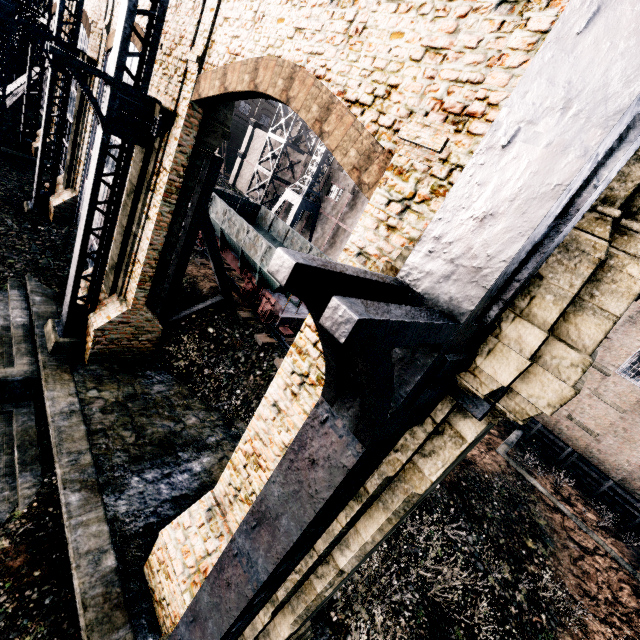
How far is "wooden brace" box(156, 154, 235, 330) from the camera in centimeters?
1262cm

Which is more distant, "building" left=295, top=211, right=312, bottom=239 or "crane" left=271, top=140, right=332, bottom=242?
"building" left=295, top=211, right=312, bottom=239

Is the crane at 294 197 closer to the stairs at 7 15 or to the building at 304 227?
the building at 304 227

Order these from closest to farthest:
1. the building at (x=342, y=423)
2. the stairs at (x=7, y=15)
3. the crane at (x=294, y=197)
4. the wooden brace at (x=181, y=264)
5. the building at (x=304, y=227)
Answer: the building at (x=342, y=423), the wooden brace at (x=181, y=264), the stairs at (x=7, y=15), the crane at (x=294, y=197), the building at (x=304, y=227)

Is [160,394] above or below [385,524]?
below

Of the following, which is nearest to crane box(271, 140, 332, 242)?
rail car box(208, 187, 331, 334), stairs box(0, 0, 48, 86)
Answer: rail car box(208, 187, 331, 334)

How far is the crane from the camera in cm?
3269

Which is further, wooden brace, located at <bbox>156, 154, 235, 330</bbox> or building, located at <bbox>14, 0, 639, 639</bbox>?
wooden brace, located at <bbox>156, 154, 235, 330</bbox>
